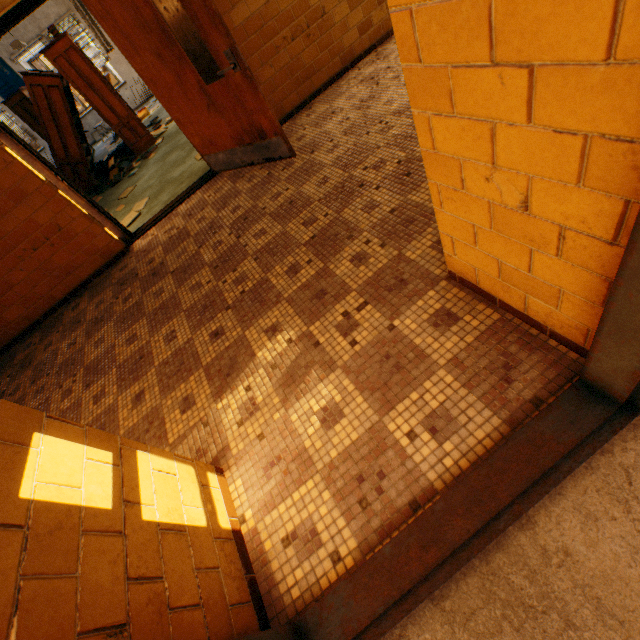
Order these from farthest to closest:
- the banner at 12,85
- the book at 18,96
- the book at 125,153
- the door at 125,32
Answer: the banner at 12,85
the book at 18,96
the book at 125,153
the door at 125,32

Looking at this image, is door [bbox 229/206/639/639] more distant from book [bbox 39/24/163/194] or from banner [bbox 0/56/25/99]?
banner [bbox 0/56/25/99]

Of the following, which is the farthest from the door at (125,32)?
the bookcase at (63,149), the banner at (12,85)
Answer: the banner at (12,85)

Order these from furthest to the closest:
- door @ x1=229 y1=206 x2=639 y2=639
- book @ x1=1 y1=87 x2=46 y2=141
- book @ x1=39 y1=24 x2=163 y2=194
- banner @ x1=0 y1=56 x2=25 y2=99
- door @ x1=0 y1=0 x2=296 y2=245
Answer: banner @ x1=0 y1=56 x2=25 y2=99
book @ x1=1 y1=87 x2=46 y2=141
book @ x1=39 y1=24 x2=163 y2=194
door @ x1=0 y1=0 x2=296 y2=245
door @ x1=229 y1=206 x2=639 y2=639

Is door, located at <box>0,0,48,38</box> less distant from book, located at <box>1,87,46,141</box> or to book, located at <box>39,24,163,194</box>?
book, located at <box>39,24,163,194</box>

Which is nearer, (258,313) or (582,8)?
(582,8)

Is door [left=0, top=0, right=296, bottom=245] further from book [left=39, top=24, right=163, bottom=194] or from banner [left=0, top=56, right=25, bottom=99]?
banner [left=0, top=56, right=25, bottom=99]

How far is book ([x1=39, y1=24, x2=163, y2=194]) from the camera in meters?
6.2
